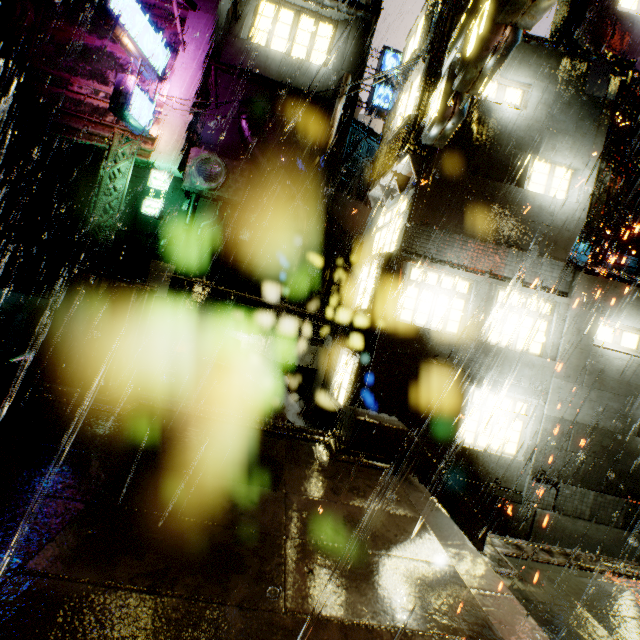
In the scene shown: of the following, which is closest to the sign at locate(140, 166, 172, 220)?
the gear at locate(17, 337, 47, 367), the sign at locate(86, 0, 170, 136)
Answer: the sign at locate(86, 0, 170, 136)

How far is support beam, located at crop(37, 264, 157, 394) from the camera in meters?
5.8 m

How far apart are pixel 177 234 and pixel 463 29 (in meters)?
16.03

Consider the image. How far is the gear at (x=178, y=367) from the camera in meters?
8.4 m

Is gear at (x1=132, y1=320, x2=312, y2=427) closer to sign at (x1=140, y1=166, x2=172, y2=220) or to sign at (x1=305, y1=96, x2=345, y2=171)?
sign at (x1=140, y1=166, x2=172, y2=220)

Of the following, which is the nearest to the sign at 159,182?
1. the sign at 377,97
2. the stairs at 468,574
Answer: the sign at 377,97

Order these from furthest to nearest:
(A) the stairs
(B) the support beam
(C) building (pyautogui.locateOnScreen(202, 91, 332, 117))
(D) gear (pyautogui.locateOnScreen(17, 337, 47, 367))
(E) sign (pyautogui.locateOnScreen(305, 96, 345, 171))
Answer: (C) building (pyautogui.locateOnScreen(202, 91, 332, 117)), (E) sign (pyautogui.locateOnScreen(305, 96, 345, 171)), (D) gear (pyautogui.locateOnScreen(17, 337, 47, 367)), (B) the support beam, (A) the stairs

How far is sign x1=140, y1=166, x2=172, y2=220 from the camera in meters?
16.0
